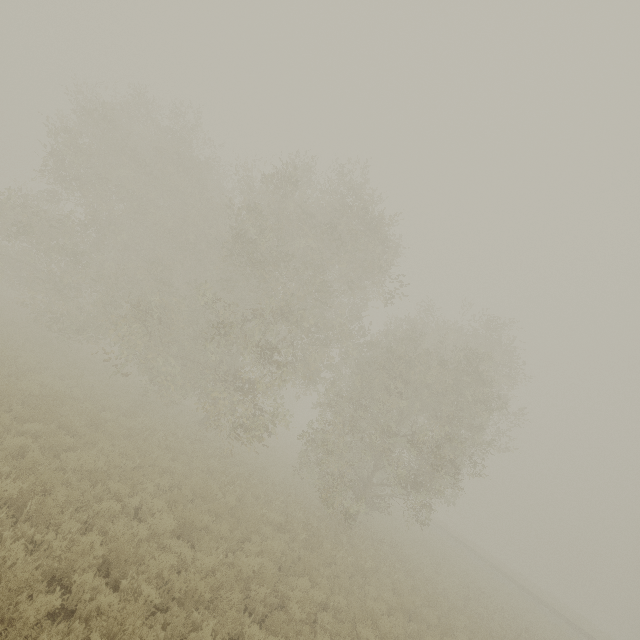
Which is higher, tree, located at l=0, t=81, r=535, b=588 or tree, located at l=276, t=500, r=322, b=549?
tree, located at l=0, t=81, r=535, b=588

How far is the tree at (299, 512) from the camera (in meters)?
11.86

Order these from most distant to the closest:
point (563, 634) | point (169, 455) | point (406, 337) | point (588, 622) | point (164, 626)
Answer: point (588, 622) < point (563, 634) < point (406, 337) < point (169, 455) < point (164, 626)

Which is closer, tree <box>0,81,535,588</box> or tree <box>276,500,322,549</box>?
tree <box>276,500,322,549</box>

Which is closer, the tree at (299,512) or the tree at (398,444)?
the tree at (299,512)

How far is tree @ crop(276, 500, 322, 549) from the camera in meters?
11.9
